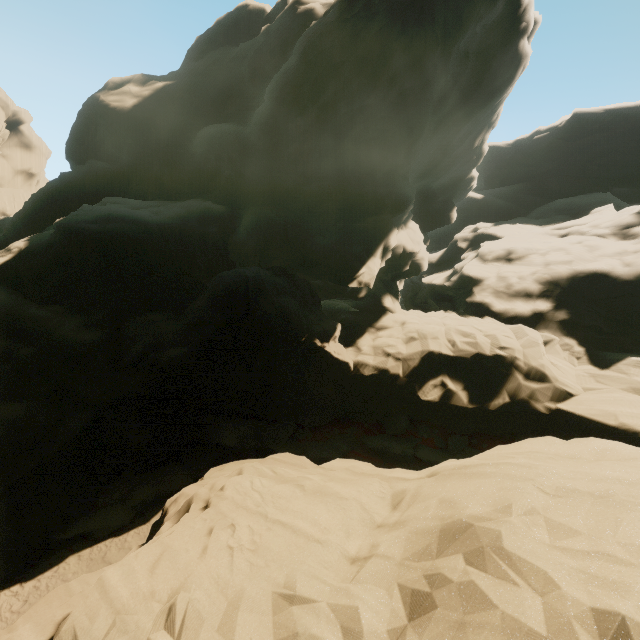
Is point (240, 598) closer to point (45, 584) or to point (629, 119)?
point (45, 584)
